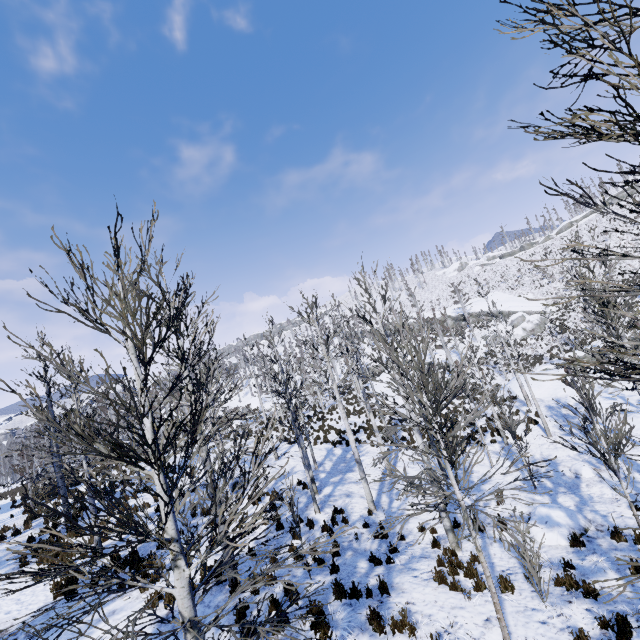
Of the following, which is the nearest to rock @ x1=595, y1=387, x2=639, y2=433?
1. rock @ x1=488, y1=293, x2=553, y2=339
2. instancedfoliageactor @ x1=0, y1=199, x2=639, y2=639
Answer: instancedfoliageactor @ x1=0, y1=199, x2=639, y2=639

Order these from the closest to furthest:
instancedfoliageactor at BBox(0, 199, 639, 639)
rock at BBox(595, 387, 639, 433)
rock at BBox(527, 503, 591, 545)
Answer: instancedfoliageactor at BBox(0, 199, 639, 639), rock at BBox(527, 503, 591, 545), rock at BBox(595, 387, 639, 433)

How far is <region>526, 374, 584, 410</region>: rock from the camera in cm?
2123

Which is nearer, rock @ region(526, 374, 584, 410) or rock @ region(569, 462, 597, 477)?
rock @ region(569, 462, 597, 477)

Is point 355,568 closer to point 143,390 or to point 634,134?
point 143,390

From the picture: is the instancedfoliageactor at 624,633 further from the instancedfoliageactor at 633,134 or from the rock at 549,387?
the instancedfoliageactor at 633,134

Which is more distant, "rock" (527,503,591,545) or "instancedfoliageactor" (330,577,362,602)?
"rock" (527,503,591,545)

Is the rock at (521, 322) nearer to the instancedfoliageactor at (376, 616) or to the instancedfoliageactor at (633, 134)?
the instancedfoliageactor at (376, 616)
